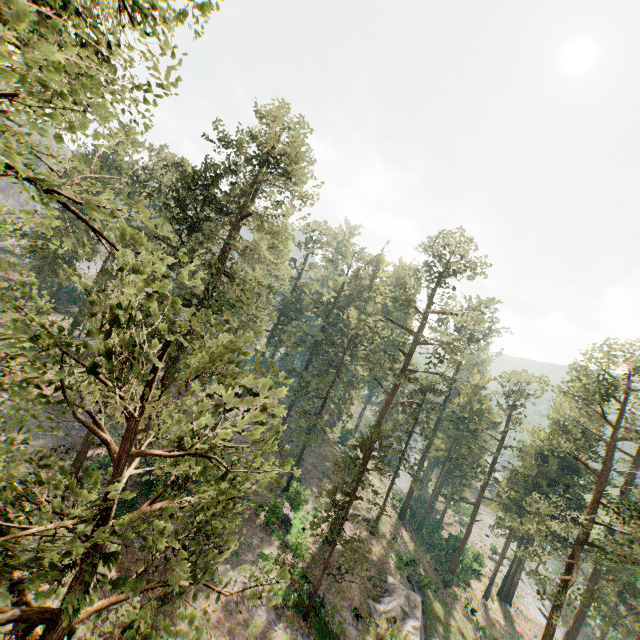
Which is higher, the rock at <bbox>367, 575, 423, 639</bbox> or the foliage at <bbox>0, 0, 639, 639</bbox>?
the foliage at <bbox>0, 0, 639, 639</bbox>

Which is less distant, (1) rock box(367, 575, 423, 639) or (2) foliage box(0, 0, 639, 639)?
(2) foliage box(0, 0, 639, 639)

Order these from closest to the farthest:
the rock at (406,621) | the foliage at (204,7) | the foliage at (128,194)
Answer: the foliage at (204,7), the foliage at (128,194), the rock at (406,621)

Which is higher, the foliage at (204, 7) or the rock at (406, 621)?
the foliage at (204, 7)

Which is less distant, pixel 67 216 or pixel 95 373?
pixel 95 373

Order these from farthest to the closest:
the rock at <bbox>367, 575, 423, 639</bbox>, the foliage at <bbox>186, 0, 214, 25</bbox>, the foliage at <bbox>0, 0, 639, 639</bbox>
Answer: the rock at <bbox>367, 575, 423, 639</bbox> → the foliage at <bbox>0, 0, 639, 639</bbox> → the foliage at <bbox>186, 0, 214, 25</bbox>
